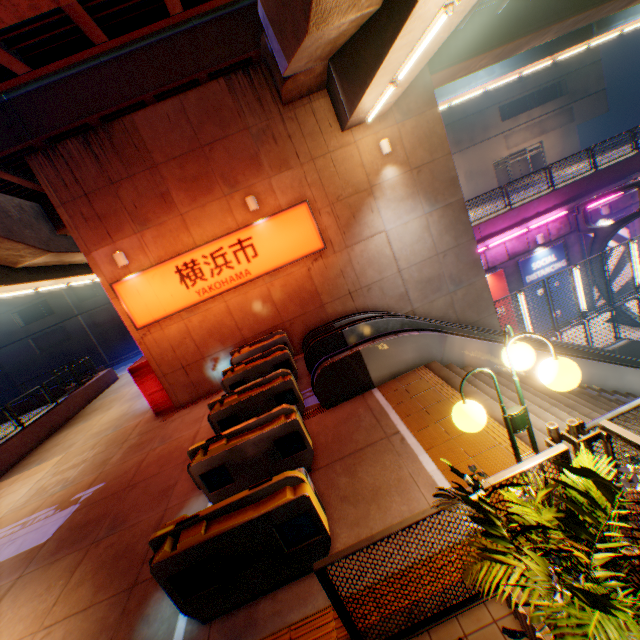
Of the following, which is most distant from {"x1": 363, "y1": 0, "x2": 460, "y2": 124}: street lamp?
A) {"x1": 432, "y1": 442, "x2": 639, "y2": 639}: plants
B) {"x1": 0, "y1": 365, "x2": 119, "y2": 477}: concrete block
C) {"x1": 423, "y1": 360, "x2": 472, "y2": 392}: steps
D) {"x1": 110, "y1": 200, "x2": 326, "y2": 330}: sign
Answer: {"x1": 0, "y1": 365, "x2": 119, "y2": 477}: concrete block

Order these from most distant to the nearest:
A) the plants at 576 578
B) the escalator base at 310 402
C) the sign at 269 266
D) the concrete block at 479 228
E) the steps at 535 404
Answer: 1. the concrete block at 479 228
2. the sign at 269 266
3. the escalator base at 310 402
4. the steps at 535 404
5. the plants at 576 578

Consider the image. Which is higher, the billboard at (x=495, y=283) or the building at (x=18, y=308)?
the building at (x=18, y=308)

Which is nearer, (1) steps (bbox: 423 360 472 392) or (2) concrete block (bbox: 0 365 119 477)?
(1) steps (bbox: 423 360 472 392)

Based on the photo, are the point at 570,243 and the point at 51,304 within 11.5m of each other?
no

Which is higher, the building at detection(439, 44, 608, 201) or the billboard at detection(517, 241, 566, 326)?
the building at detection(439, 44, 608, 201)

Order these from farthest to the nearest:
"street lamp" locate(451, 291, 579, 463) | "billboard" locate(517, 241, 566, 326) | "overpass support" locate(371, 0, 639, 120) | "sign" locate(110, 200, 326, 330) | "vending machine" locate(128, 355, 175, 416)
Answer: "billboard" locate(517, 241, 566, 326) → "vending machine" locate(128, 355, 175, 416) → "sign" locate(110, 200, 326, 330) → "overpass support" locate(371, 0, 639, 120) → "street lamp" locate(451, 291, 579, 463)

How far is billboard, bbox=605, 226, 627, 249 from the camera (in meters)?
16.92
